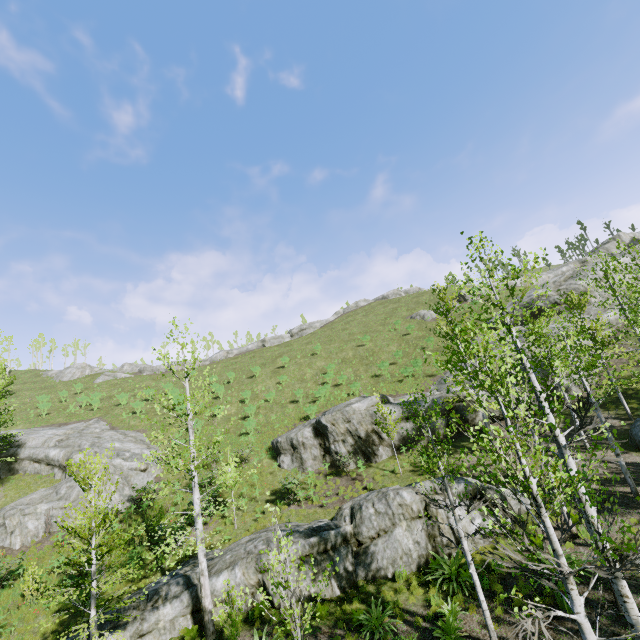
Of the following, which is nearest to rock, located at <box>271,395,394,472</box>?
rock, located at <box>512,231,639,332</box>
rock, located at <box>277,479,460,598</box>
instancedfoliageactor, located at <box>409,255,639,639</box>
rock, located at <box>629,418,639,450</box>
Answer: rock, located at <box>512,231,639,332</box>

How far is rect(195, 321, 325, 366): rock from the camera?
53.56m

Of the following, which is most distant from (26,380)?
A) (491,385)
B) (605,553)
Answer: (605,553)

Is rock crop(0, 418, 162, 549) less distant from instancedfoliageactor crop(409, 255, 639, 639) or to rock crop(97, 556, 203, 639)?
instancedfoliageactor crop(409, 255, 639, 639)

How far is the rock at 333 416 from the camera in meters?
22.3

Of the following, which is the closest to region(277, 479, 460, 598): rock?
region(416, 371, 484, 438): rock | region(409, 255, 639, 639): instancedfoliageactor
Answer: region(409, 255, 639, 639): instancedfoliageactor

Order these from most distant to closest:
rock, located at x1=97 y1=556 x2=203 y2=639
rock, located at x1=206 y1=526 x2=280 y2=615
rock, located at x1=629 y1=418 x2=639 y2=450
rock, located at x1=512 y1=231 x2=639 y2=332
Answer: rock, located at x1=512 y1=231 x2=639 y2=332 < rock, located at x1=629 y1=418 x2=639 y2=450 < rock, located at x1=206 y1=526 x2=280 y2=615 < rock, located at x1=97 y1=556 x2=203 y2=639

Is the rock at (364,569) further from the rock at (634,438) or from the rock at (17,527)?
the rock at (17,527)
